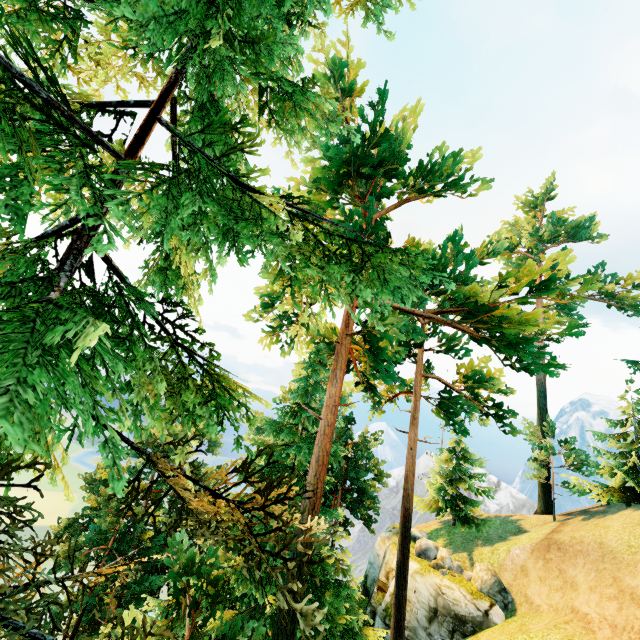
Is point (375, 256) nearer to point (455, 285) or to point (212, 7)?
point (212, 7)
